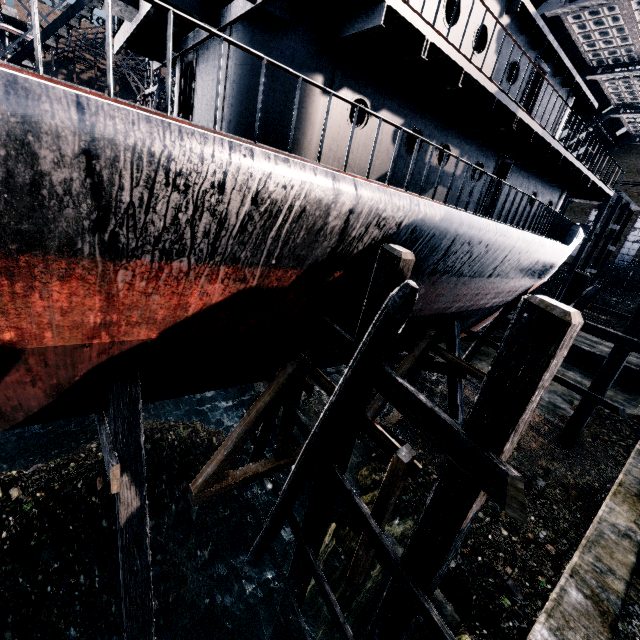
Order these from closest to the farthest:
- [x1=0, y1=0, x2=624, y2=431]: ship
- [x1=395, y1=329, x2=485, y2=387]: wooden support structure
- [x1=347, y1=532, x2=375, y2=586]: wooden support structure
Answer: [x1=0, y1=0, x2=624, y2=431]: ship → [x1=347, y1=532, x2=375, y2=586]: wooden support structure → [x1=395, y1=329, x2=485, y2=387]: wooden support structure

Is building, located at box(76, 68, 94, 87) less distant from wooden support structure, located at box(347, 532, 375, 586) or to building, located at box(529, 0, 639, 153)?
building, located at box(529, 0, 639, 153)

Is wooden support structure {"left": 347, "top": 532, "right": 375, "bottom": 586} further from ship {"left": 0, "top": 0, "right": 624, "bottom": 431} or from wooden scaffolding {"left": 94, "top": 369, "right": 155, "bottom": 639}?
wooden scaffolding {"left": 94, "top": 369, "right": 155, "bottom": 639}

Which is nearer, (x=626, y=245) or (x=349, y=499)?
(x=349, y=499)

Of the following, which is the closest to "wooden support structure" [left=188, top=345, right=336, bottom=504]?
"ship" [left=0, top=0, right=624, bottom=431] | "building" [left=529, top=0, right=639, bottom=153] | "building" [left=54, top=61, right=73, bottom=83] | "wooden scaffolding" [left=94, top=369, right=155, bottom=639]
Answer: "ship" [left=0, top=0, right=624, bottom=431]

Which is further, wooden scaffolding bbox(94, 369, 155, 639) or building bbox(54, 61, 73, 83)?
building bbox(54, 61, 73, 83)

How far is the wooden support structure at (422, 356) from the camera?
11.84m

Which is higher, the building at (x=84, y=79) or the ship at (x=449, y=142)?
the building at (x=84, y=79)
